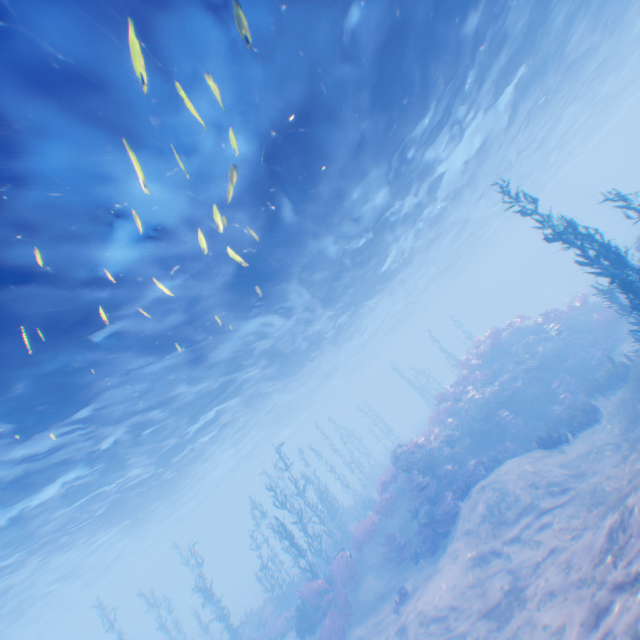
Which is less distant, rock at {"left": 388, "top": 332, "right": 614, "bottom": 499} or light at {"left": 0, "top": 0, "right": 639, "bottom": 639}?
light at {"left": 0, "top": 0, "right": 639, "bottom": 639}

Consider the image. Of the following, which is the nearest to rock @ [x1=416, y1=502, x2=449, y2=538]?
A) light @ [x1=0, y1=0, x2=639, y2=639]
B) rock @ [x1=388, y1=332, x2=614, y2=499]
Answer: rock @ [x1=388, y1=332, x2=614, y2=499]

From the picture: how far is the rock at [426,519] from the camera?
13.3 meters

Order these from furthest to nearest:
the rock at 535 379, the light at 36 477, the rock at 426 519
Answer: the rock at 535 379
the rock at 426 519
the light at 36 477

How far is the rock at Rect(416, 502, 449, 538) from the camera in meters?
13.3 m

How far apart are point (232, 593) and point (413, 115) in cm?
5653

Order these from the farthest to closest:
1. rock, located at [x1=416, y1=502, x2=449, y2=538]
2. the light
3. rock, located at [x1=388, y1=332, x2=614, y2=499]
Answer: rock, located at [x1=388, y1=332, x2=614, y2=499]
rock, located at [x1=416, y1=502, x2=449, y2=538]
the light
